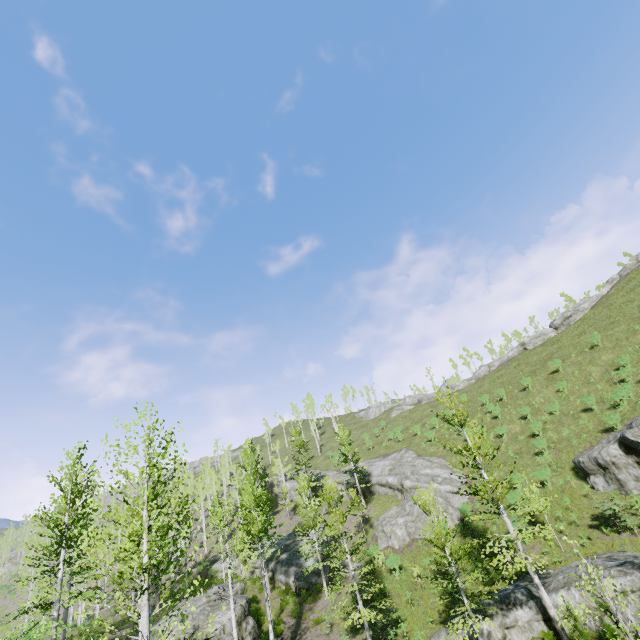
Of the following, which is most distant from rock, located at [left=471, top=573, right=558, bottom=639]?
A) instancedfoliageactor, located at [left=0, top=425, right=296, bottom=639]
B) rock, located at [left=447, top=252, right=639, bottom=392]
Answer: rock, located at [left=447, top=252, right=639, bottom=392]

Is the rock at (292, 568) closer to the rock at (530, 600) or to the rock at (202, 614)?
the rock at (202, 614)

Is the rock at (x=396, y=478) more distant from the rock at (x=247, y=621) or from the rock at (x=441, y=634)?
the rock at (x=247, y=621)

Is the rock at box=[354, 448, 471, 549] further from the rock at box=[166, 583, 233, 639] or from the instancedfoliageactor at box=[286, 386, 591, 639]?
the rock at box=[166, 583, 233, 639]

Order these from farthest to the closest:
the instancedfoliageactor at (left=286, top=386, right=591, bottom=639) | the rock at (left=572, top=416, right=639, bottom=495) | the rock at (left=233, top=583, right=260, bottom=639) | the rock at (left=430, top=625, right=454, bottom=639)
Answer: the rock at (left=572, top=416, right=639, bottom=495), the rock at (left=233, top=583, right=260, bottom=639), the rock at (left=430, top=625, right=454, bottom=639), the instancedfoliageactor at (left=286, top=386, right=591, bottom=639)

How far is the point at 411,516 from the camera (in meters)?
29.53

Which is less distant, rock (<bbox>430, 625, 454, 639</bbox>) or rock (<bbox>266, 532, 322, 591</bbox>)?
rock (<bbox>430, 625, 454, 639</bbox>)

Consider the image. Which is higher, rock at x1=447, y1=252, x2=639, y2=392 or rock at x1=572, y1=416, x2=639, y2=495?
rock at x1=447, y1=252, x2=639, y2=392
